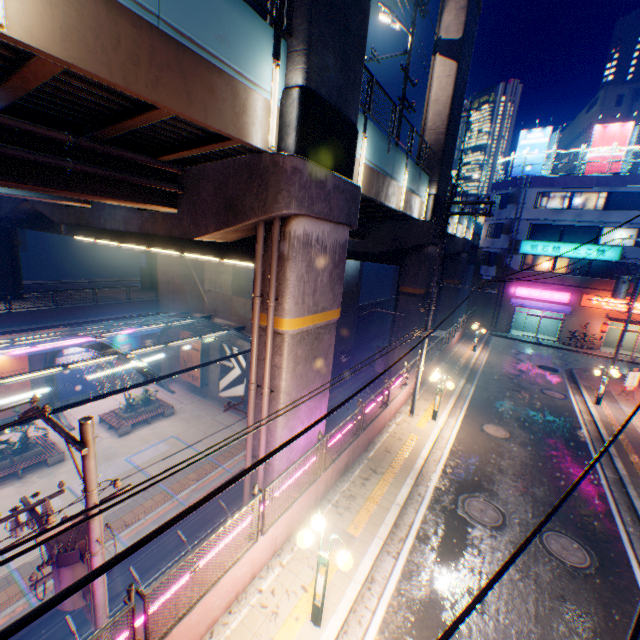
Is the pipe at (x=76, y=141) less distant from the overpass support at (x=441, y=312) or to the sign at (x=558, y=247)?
the overpass support at (x=441, y=312)

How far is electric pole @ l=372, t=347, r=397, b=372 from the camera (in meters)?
20.50

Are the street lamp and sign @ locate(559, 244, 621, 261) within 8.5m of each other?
no

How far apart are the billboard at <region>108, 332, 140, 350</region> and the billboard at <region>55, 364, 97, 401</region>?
0.89m

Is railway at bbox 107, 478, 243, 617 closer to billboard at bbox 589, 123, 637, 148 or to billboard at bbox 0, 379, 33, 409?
billboard at bbox 0, 379, 33, 409

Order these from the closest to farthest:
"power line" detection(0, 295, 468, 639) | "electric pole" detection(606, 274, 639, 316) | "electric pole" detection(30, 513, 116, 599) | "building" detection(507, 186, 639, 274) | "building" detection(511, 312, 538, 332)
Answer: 1. "power line" detection(0, 295, 468, 639)
2. "electric pole" detection(30, 513, 116, 599)
3. "electric pole" detection(606, 274, 639, 316)
4. "building" detection(507, 186, 639, 274)
5. "building" detection(511, 312, 538, 332)

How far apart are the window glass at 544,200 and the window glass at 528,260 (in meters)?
4.45

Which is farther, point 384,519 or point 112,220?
point 112,220
